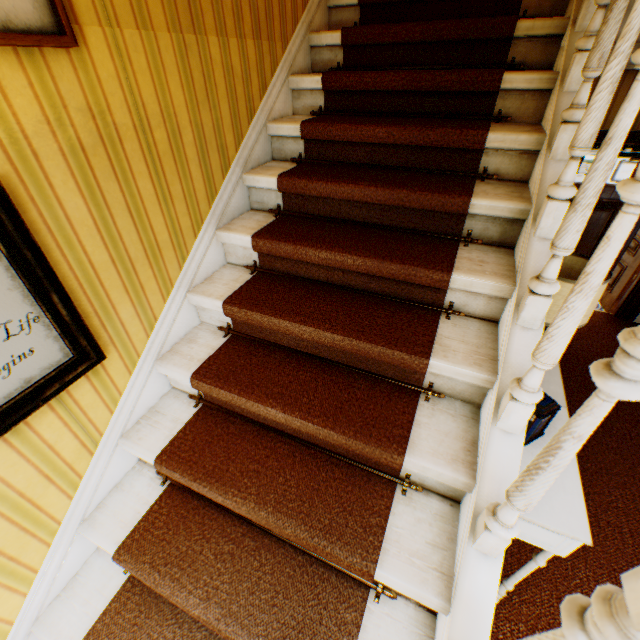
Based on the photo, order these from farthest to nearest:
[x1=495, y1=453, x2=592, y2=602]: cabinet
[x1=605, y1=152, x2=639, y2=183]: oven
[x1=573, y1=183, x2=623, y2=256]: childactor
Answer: [x1=605, y1=152, x2=639, y2=183]: oven
[x1=573, y1=183, x2=623, y2=256]: childactor
[x1=495, y1=453, x2=592, y2=602]: cabinet

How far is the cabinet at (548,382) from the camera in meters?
1.8

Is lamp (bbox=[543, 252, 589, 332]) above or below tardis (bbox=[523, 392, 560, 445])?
above

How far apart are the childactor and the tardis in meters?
1.8

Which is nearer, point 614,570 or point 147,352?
point 147,352

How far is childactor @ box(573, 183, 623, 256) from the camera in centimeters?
272cm

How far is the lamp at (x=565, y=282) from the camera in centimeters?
176cm

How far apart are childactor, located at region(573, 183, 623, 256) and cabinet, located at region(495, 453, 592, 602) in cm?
87
